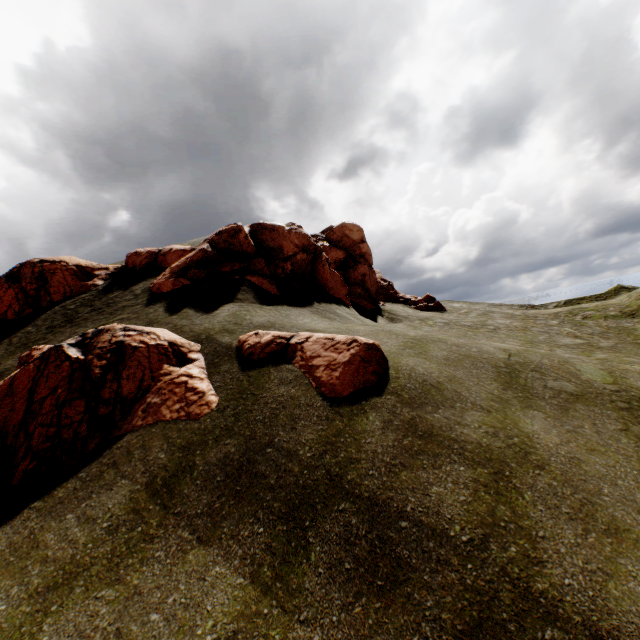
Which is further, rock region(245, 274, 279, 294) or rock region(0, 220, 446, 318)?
rock region(0, 220, 446, 318)

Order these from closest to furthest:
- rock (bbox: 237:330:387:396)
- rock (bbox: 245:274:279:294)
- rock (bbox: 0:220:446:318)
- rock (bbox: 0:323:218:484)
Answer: rock (bbox: 0:323:218:484) → rock (bbox: 237:330:387:396) → rock (bbox: 245:274:279:294) → rock (bbox: 0:220:446:318)

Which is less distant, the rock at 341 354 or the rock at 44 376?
the rock at 44 376

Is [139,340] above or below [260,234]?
below

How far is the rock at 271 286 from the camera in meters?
16.4

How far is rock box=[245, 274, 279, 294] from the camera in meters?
16.4 m
